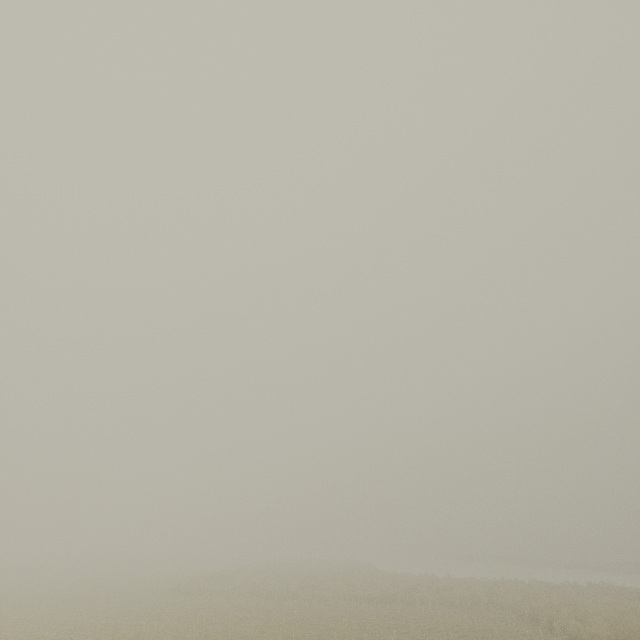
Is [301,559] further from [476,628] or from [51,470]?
[51,470]
